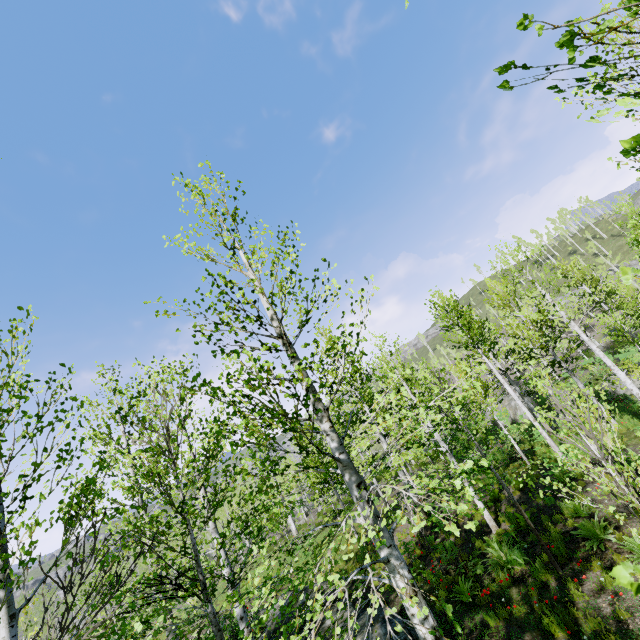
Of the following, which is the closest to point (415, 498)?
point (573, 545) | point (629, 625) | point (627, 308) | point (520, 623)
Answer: point (573, 545)

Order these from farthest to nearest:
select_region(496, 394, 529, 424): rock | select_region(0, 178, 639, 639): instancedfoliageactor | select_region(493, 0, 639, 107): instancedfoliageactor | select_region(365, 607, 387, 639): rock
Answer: select_region(496, 394, 529, 424): rock
select_region(365, 607, 387, 639): rock
select_region(0, 178, 639, 639): instancedfoliageactor
select_region(493, 0, 639, 107): instancedfoliageactor

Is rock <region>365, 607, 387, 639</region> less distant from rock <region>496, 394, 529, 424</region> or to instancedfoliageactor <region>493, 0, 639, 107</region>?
instancedfoliageactor <region>493, 0, 639, 107</region>

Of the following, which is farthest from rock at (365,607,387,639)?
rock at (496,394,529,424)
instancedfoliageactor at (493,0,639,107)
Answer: rock at (496,394,529,424)

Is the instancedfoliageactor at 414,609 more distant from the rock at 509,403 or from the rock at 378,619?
the rock at 509,403

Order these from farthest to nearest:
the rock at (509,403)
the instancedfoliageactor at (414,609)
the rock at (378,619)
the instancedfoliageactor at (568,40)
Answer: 1. the rock at (509,403)
2. the rock at (378,619)
3. the instancedfoliageactor at (414,609)
4. the instancedfoliageactor at (568,40)
